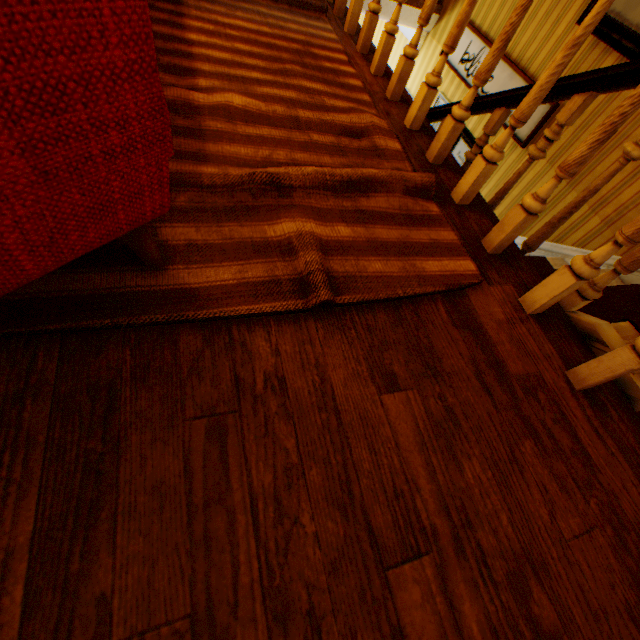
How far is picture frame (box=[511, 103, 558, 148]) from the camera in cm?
299

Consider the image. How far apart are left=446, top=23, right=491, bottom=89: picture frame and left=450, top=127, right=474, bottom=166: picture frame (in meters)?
0.29

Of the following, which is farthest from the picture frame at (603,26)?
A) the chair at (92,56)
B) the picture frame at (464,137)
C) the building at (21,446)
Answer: the chair at (92,56)

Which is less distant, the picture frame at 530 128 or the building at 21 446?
the building at 21 446

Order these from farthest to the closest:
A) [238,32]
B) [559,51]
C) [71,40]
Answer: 1. [559,51]
2. [238,32]
3. [71,40]

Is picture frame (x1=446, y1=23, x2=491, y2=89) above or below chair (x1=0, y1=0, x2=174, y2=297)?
below

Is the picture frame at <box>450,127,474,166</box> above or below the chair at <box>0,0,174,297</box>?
below
